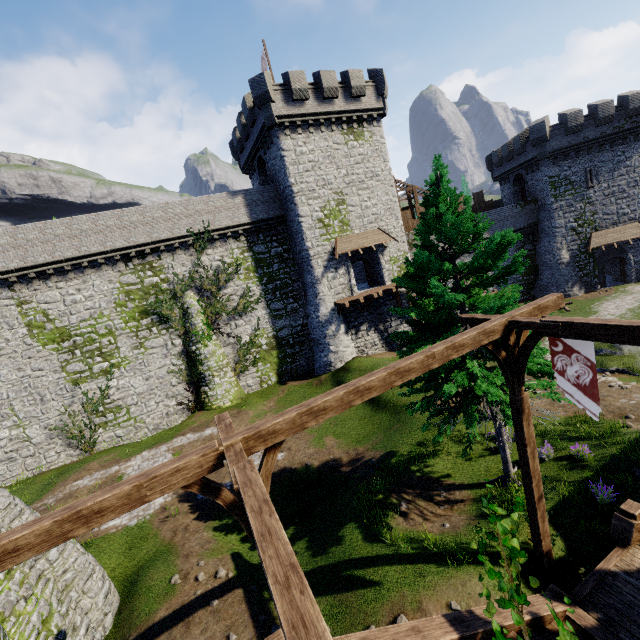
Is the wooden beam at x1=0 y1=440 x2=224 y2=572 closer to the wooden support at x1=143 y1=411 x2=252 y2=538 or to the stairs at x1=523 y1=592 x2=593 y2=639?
the wooden support at x1=143 y1=411 x2=252 y2=538

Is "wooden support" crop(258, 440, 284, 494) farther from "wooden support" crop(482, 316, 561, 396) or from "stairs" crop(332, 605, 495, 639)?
"wooden support" crop(482, 316, 561, 396)

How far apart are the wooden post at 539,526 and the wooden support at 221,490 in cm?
506

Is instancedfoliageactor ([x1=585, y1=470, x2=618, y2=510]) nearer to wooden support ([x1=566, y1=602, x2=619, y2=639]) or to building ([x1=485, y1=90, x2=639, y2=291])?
wooden support ([x1=566, y1=602, x2=619, y2=639])

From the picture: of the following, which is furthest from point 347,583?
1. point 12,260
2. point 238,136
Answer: point 238,136

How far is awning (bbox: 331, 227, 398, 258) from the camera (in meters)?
25.95

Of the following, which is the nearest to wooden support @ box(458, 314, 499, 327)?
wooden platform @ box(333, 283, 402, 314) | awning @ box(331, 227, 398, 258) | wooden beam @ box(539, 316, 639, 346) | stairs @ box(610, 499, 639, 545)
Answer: wooden beam @ box(539, 316, 639, 346)

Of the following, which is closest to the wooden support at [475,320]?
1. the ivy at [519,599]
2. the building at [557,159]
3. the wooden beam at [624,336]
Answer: the wooden beam at [624,336]
